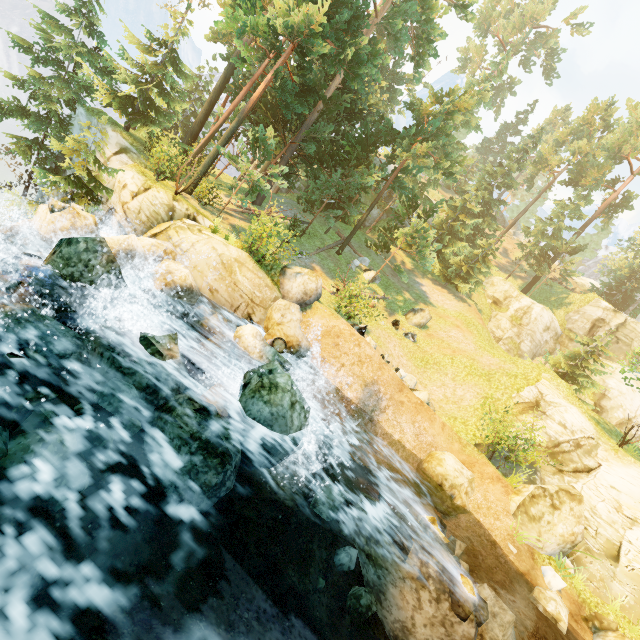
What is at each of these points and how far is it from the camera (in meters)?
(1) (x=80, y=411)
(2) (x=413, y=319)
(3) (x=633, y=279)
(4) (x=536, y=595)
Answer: (1) rock, 6.22
(2) rock, 23.45
(3) tree, 41.78
(4) rock, 9.66

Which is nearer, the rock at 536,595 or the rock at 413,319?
the rock at 536,595

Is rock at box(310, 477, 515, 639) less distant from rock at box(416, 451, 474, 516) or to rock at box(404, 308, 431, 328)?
rock at box(416, 451, 474, 516)

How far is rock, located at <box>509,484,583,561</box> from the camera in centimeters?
1120cm

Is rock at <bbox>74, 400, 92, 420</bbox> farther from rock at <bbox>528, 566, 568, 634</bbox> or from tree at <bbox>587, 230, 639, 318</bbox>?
rock at <bbox>528, 566, 568, 634</bbox>

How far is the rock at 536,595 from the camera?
9.4 meters

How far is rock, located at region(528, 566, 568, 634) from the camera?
9.4 meters

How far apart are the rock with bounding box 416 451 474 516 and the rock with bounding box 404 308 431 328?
11.6m
